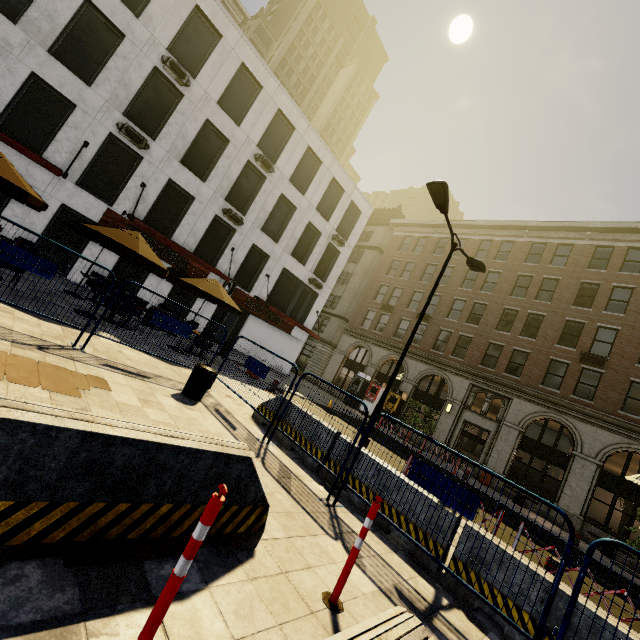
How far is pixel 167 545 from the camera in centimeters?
241cm

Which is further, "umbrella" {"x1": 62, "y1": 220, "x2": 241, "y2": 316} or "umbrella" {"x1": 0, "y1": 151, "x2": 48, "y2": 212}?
"umbrella" {"x1": 62, "y1": 220, "x2": 241, "y2": 316}

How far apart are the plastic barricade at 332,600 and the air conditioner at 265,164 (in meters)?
20.52

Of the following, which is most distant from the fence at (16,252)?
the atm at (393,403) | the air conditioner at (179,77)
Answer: the atm at (393,403)

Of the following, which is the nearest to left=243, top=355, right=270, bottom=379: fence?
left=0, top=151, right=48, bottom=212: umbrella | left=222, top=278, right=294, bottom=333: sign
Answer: left=0, top=151, right=48, bottom=212: umbrella

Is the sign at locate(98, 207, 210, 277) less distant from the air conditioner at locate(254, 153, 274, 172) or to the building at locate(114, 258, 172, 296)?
the building at locate(114, 258, 172, 296)

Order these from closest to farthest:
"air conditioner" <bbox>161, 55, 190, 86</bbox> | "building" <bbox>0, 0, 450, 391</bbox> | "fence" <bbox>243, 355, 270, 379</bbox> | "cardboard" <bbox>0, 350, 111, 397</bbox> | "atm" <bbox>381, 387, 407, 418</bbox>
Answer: "cardboard" <bbox>0, 350, 111, 397</bbox> < "fence" <bbox>243, 355, 270, 379</bbox> < "building" <bbox>0, 0, 450, 391</bbox> < "air conditioner" <bbox>161, 55, 190, 86</bbox> < "atm" <bbox>381, 387, 407, 418</bbox>

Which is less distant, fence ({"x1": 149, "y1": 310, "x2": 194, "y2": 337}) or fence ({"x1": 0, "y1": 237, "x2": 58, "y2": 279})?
fence ({"x1": 0, "y1": 237, "x2": 58, "y2": 279})
